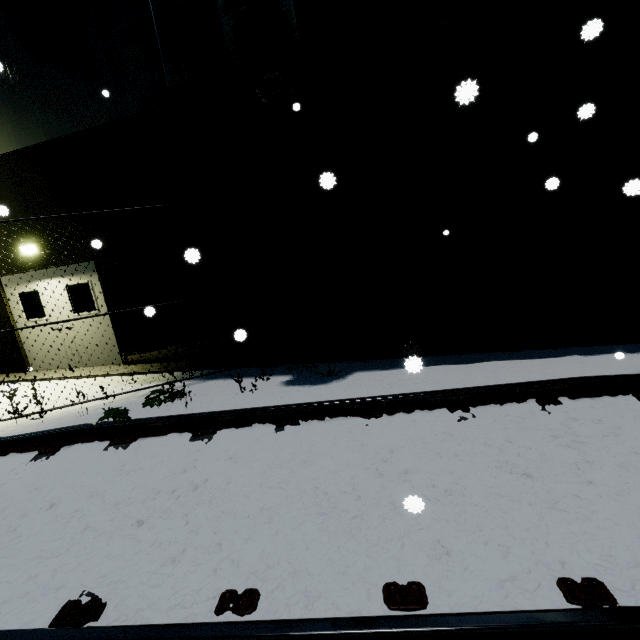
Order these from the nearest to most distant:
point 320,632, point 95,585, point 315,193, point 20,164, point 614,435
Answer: point 320,632, point 95,585, point 614,435, point 315,193, point 20,164

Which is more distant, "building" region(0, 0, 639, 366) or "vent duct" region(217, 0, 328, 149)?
"building" region(0, 0, 639, 366)

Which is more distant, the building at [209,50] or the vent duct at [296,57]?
the building at [209,50]
